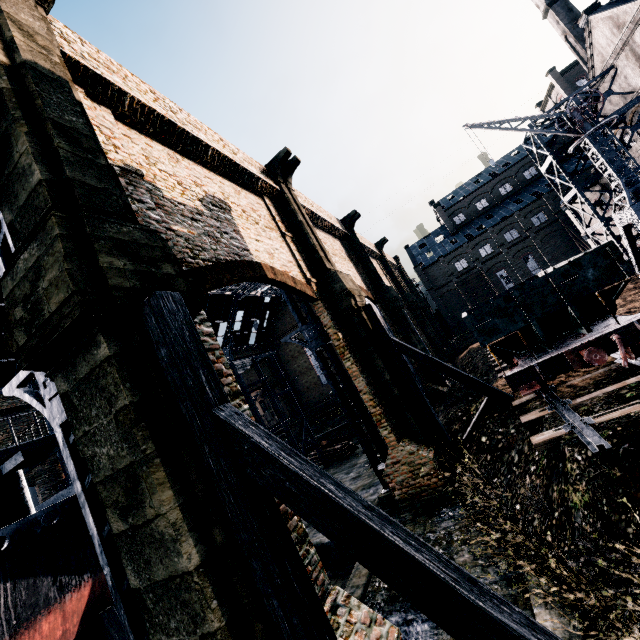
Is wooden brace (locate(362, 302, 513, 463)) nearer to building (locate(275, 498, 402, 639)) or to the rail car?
the rail car

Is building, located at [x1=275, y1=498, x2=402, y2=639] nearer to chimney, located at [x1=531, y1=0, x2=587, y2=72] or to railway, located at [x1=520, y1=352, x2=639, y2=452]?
chimney, located at [x1=531, y1=0, x2=587, y2=72]

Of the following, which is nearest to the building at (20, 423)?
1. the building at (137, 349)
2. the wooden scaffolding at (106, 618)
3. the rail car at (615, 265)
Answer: the rail car at (615, 265)

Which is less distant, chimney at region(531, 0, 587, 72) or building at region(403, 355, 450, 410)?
building at region(403, 355, 450, 410)

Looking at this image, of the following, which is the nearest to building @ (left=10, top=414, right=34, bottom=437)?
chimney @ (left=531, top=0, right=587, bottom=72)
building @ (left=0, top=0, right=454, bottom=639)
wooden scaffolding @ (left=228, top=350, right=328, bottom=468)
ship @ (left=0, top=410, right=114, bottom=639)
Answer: chimney @ (left=531, top=0, right=587, bottom=72)

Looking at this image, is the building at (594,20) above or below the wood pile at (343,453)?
above

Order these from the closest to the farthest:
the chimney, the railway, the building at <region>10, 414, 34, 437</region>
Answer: the railway
the building at <region>10, 414, 34, 437</region>
the chimney

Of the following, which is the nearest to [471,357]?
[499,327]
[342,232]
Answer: [342,232]
